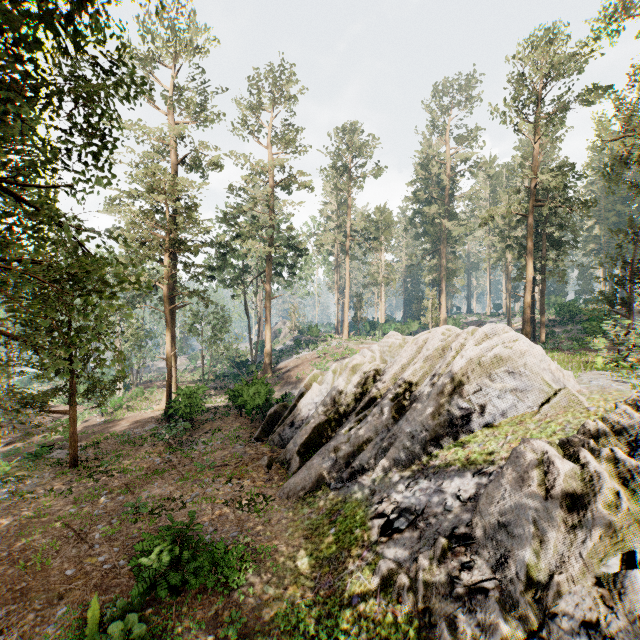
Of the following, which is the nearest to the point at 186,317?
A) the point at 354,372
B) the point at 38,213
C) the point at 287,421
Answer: the point at 287,421

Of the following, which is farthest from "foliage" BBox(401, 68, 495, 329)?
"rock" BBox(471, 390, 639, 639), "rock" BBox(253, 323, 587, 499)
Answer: "rock" BBox(471, 390, 639, 639)

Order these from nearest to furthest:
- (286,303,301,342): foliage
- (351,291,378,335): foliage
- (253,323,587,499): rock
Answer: (253,323,587,499): rock
(351,291,378,335): foliage
(286,303,301,342): foliage

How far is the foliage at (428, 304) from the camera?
45.91m

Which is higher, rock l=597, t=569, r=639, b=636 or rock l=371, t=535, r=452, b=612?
rock l=597, t=569, r=639, b=636

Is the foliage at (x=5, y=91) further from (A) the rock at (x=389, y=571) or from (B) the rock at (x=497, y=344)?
(A) the rock at (x=389, y=571)

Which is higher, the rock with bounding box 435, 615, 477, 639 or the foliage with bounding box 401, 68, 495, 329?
the foliage with bounding box 401, 68, 495, 329

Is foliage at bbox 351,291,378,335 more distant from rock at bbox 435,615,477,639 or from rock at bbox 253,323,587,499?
rock at bbox 435,615,477,639
